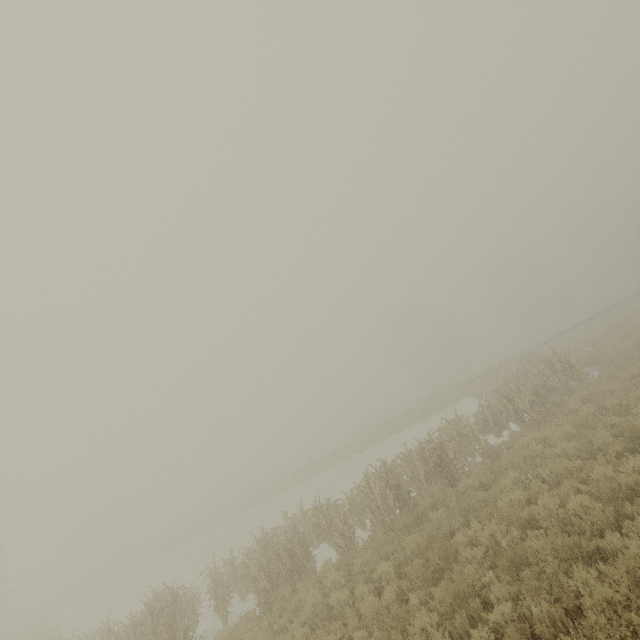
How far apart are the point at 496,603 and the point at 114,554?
69.7m
